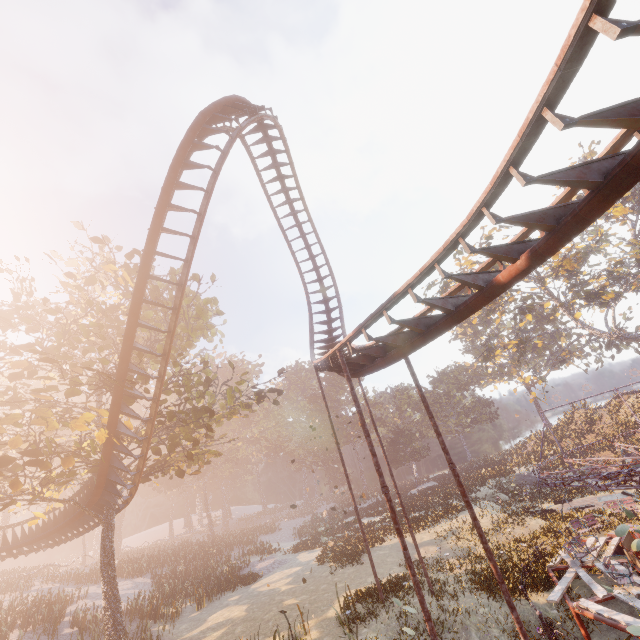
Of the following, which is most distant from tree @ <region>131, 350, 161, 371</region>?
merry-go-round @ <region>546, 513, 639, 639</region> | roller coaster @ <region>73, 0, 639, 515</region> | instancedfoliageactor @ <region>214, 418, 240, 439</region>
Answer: instancedfoliageactor @ <region>214, 418, 240, 439</region>

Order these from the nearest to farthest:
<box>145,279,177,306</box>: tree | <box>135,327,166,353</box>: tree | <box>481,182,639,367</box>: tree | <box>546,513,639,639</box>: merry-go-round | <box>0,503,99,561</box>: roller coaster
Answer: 1. <box>546,513,639,639</box>: merry-go-round
2. <box>135,327,166,353</box>: tree
3. <box>145,279,177,306</box>: tree
4. <box>0,503,99,561</box>: roller coaster
5. <box>481,182,639,367</box>: tree

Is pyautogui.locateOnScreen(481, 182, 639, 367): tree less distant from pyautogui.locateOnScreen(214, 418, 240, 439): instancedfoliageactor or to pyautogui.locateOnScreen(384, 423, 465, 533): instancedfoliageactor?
pyautogui.locateOnScreen(384, 423, 465, 533): instancedfoliageactor

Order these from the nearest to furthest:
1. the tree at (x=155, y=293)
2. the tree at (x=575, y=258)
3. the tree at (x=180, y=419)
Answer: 1. the tree at (x=180, y=419)
2. the tree at (x=155, y=293)
3. the tree at (x=575, y=258)

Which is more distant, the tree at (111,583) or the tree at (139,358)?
the tree at (139,358)

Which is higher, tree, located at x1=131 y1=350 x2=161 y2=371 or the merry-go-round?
tree, located at x1=131 y1=350 x2=161 y2=371

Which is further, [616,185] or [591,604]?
[591,604]

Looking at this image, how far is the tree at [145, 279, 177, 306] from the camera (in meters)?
16.44
